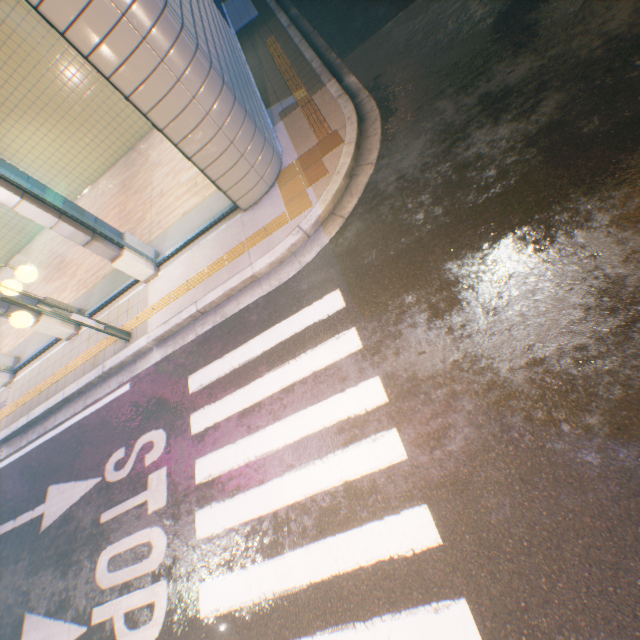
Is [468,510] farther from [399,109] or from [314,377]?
[399,109]

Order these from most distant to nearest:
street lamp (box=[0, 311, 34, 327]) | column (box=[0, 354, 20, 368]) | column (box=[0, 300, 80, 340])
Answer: column (box=[0, 354, 20, 368]) → column (box=[0, 300, 80, 340]) → street lamp (box=[0, 311, 34, 327])

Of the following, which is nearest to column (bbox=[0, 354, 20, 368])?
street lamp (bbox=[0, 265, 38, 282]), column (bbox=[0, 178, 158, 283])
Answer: street lamp (bbox=[0, 265, 38, 282])

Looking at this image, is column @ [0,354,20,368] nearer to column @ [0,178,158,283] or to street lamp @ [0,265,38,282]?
street lamp @ [0,265,38,282]

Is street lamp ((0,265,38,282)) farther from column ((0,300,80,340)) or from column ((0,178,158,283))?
column ((0,300,80,340))

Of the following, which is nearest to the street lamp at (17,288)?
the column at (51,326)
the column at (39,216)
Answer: the column at (39,216)

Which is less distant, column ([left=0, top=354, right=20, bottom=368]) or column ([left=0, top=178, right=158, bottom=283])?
column ([left=0, top=178, right=158, bottom=283])

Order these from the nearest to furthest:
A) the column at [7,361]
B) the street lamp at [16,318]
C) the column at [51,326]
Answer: the street lamp at [16,318], the column at [51,326], the column at [7,361]
